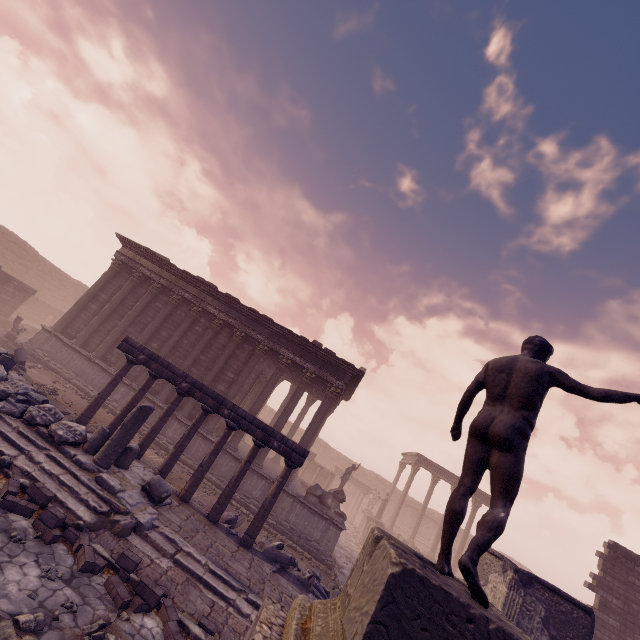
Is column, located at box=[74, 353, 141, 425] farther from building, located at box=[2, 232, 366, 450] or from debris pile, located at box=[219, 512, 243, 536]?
debris pile, located at box=[219, 512, 243, 536]

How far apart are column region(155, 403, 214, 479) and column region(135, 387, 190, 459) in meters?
0.7 m

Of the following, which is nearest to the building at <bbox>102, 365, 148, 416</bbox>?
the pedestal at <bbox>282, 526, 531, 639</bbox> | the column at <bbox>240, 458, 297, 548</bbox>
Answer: the column at <bbox>240, 458, 297, 548</bbox>

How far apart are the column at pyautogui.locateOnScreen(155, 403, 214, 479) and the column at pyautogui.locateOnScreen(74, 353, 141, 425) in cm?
277

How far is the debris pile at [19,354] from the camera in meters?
11.7 m

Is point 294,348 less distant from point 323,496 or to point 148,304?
point 323,496

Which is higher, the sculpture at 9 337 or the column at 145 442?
the column at 145 442

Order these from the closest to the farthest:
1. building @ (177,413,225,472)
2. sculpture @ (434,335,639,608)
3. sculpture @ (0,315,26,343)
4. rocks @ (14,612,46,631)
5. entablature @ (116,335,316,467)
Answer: sculpture @ (434,335,639,608) < rocks @ (14,612,46,631) < entablature @ (116,335,316,467) < building @ (177,413,225,472) < sculpture @ (0,315,26,343)
